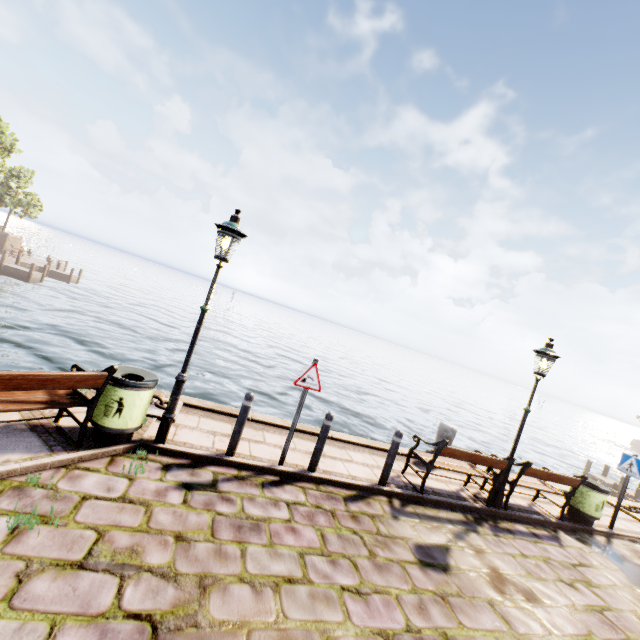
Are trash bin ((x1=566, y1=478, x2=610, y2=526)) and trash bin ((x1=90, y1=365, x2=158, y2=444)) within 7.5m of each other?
no

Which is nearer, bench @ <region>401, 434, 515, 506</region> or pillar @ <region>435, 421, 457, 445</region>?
bench @ <region>401, 434, 515, 506</region>

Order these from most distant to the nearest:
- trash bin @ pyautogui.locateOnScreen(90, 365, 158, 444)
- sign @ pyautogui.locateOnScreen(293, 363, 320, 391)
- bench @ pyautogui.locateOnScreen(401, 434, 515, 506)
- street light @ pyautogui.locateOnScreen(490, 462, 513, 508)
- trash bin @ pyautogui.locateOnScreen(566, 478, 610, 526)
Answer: trash bin @ pyautogui.locateOnScreen(566, 478, 610, 526)
street light @ pyautogui.locateOnScreen(490, 462, 513, 508)
bench @ pyautogui.locateOnScreen(401, 434, 515, 506)
sign @ pyautogui.locateOnScreen(293, 363, 320, 391)
trash bin @ pyautogui.locateOnScreen(90, 365, 158, 444)

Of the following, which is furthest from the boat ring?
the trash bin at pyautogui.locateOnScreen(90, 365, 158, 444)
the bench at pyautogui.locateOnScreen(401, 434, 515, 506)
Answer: the bench at pyautogui.locateOnScreen(401, 434, 515, 506)

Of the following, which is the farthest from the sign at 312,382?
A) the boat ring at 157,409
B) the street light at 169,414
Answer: the boat ring at 157,409

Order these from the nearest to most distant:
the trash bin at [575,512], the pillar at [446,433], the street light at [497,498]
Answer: the street light at [497,498] → the trash bin at [575,512] → the pillar at [446,433]

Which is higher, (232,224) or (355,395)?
(232,224)

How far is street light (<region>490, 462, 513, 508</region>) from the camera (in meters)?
6.95
